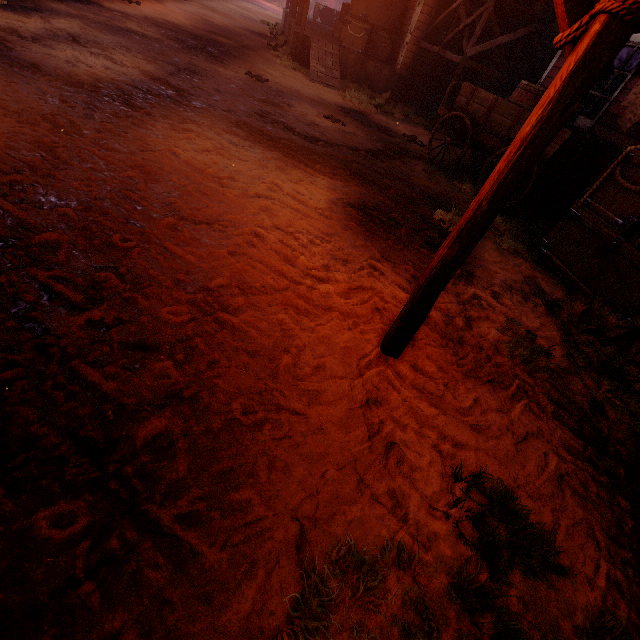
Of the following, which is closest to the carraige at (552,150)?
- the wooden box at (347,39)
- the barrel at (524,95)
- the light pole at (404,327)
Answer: the barrel at (524,95)

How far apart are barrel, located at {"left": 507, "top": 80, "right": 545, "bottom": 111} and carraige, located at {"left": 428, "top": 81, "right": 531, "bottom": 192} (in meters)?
0.02

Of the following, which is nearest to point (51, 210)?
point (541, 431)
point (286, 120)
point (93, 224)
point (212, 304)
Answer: point (93, 224)

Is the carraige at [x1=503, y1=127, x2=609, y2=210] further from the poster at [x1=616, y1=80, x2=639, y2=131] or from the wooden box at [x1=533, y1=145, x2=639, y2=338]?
the wooden box at [x1=533, y1=145, x2=639, y2=338]

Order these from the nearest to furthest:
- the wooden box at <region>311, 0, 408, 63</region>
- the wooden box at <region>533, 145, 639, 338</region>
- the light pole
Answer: the light pole
the wooden box at <region>533, 145, 639, 338</region>
the wooden box at <region>311, 0, 408, 63</region>

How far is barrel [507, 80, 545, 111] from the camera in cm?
608

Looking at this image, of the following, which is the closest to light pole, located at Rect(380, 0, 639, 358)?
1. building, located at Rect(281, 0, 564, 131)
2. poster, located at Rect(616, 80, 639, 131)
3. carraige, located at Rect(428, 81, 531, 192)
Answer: building, located at Rect(281, 0, 564, 131)

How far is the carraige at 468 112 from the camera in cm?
636
